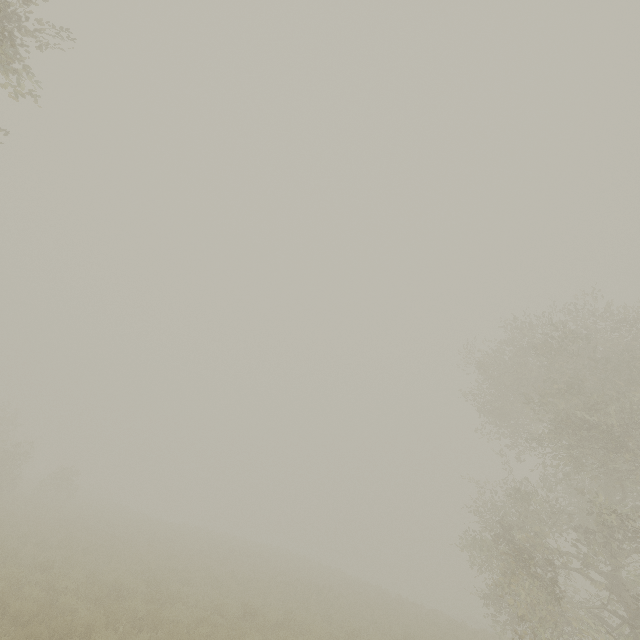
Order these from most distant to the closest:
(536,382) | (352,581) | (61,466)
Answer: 1. (61,466)
2. (352,581)
3. (536,382)
